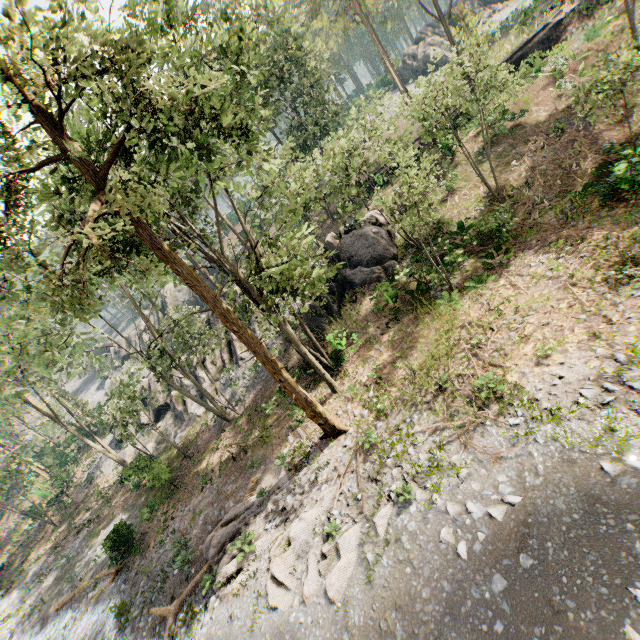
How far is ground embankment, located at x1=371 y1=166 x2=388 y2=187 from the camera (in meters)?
29.83

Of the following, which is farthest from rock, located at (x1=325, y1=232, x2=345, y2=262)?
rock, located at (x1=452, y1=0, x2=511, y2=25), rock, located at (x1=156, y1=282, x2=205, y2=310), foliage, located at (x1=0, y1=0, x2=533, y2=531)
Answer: rock, located at (x1=452, y1=0, x2=511, y2=25)

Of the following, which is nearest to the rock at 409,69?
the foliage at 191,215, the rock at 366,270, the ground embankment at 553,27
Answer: the foliage at 191,215

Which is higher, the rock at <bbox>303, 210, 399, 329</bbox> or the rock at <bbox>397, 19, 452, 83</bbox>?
the rock at <bbox>397, 19, 452, 83</bbox>

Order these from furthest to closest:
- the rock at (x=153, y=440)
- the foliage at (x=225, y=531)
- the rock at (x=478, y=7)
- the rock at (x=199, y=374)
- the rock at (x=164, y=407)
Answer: the rock at (x=478, y=7) → the rock at (x=153, y=440) → the rock at (x=164, y=407) → the rock at (x=199, y=374) → the foliage at (x=225, y=531)

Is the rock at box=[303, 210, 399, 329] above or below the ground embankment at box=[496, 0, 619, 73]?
below

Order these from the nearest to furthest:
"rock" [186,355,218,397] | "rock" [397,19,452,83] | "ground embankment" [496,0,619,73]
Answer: "ground embankment" [496,0,619,73]
"rock" [186,355,218,397]
"rock" [397,19,452,83]

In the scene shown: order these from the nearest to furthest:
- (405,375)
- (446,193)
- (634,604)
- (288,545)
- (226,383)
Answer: (634,604) → (288,545) → (405,375) → (446,193) → (226,383)
